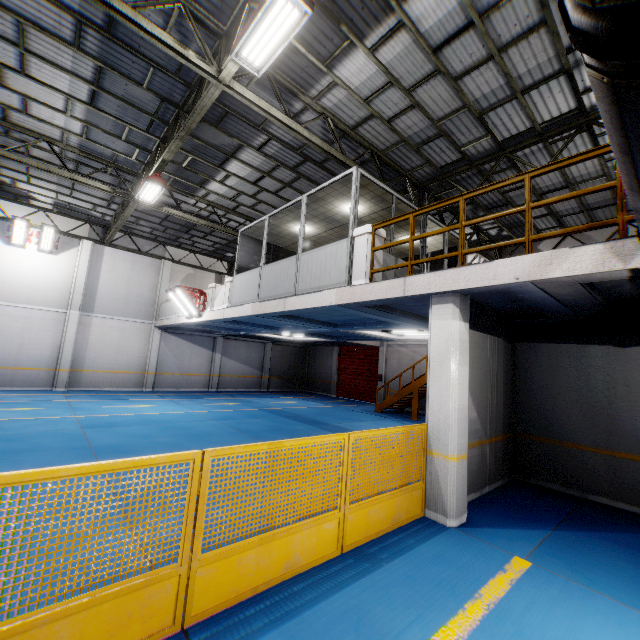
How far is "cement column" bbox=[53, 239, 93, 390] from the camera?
16.3 meters

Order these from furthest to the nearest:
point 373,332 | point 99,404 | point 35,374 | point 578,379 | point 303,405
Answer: point 303,405 → point 35,374 → point 373,332 → point 99,404 → point 578,379

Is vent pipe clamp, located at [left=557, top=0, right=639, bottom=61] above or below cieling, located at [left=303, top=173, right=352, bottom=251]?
below

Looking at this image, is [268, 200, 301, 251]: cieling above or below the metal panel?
above

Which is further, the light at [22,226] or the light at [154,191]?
the light at [22,226]

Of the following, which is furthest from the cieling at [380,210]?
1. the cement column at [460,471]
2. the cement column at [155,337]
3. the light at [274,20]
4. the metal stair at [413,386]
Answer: the cement column at [155,337]

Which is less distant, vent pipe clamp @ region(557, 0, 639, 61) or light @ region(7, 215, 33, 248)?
vent pipe clamp @ region(557, 0, 639, 61)

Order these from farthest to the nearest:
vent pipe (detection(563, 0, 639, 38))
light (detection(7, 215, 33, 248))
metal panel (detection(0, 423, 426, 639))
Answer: light (detection(7, 215, 33, 248)) < metal panel (detection(0, 423, 426, 639)) < vent pipe (detection(563, 0, 639, 38))
